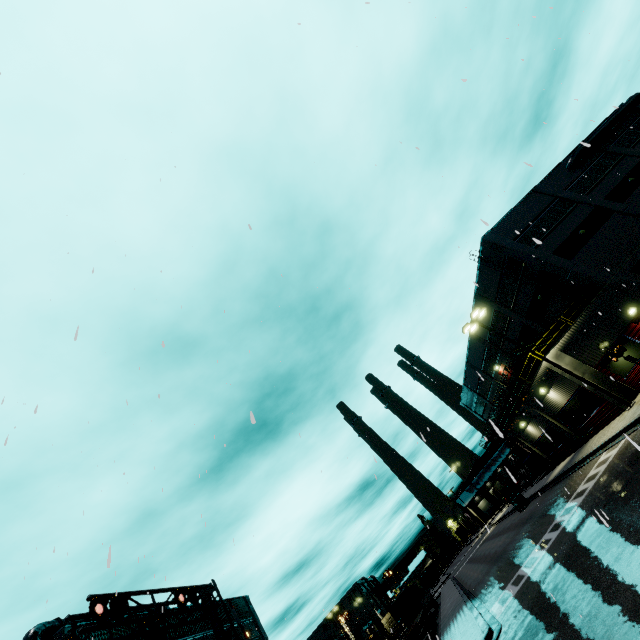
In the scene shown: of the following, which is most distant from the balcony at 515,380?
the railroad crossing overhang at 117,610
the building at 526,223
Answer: the railroad crossing overhang at 117,610

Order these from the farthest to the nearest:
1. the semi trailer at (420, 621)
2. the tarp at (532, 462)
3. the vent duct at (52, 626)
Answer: the tarp at (532, 462), the semi trailer at (420, 621), the vent duct at (52, 626)

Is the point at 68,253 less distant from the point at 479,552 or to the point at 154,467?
the point at 154,467

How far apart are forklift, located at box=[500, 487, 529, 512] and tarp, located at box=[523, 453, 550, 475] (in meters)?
3.28

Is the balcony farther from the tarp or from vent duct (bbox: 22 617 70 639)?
vent duct (bbox: 22 617 70 639)

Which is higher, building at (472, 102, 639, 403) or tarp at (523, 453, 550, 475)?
building at (472, 102, 639, 403)

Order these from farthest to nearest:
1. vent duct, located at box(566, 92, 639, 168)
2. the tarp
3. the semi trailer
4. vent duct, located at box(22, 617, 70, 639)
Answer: the tarp, vent duct, located at box(566, 92, 639, 168), the semi trailer, vent duct, located at box(22, 617, 70, 639)
